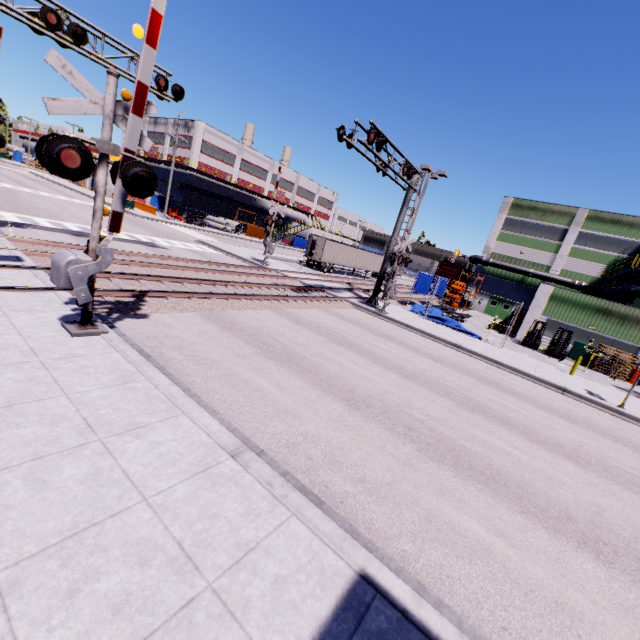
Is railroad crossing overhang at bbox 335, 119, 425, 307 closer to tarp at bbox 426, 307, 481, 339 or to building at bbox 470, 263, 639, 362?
tarp at bbox 426, 307, 481, 339

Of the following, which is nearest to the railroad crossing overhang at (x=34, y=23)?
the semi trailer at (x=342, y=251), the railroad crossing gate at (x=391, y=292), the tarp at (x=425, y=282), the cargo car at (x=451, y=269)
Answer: the railroad crossing gate at (x=391, y=292)

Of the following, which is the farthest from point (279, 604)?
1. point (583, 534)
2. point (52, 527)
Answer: point (583, 534)

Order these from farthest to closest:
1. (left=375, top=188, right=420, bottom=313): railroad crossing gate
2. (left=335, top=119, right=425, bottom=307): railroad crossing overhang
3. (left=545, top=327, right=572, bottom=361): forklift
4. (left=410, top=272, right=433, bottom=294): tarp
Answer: (left=410, top=272, right=433, bottom=294): tarp
(left=545, top=327, right=572, bottom=361): forklift
(left=375, top=188, right=420, bottom=313): railroad crossing gate
(left=335, top=119, right=425, bottom=307): railroad crossing overhang

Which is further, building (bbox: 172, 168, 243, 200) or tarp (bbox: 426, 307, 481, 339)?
building (bbox: 172, 168, 243, 200)

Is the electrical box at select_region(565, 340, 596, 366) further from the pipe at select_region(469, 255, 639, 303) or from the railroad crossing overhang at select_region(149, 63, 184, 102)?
the railroad crossing overhang at select_region(149, 63, 184, 102)

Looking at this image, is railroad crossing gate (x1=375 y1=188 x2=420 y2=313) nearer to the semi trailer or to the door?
the semi trailer

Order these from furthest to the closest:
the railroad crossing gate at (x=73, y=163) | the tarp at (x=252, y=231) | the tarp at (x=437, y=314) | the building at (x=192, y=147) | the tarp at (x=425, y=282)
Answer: the tarp at (x=252, y=231) → the building at (x=192, y=147) → the tarp at (x=425, y=282) → the tarp at (x=437, y=314) → the railroad crossing gate at (x=73, y=163)
